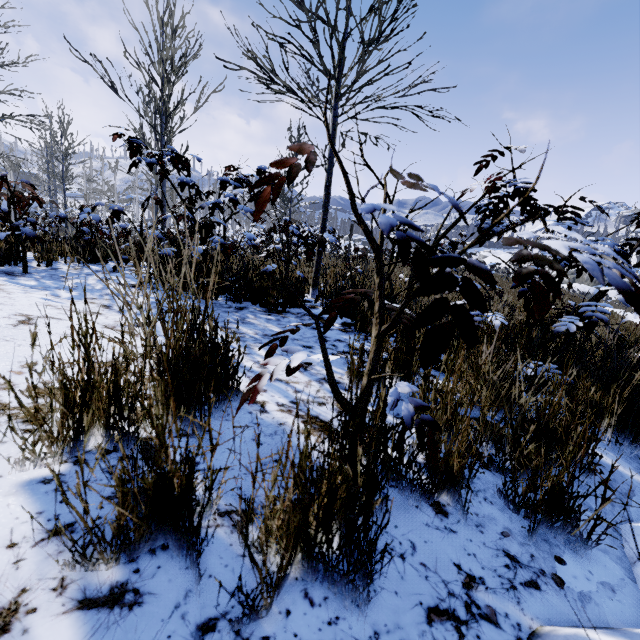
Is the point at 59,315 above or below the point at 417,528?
above
